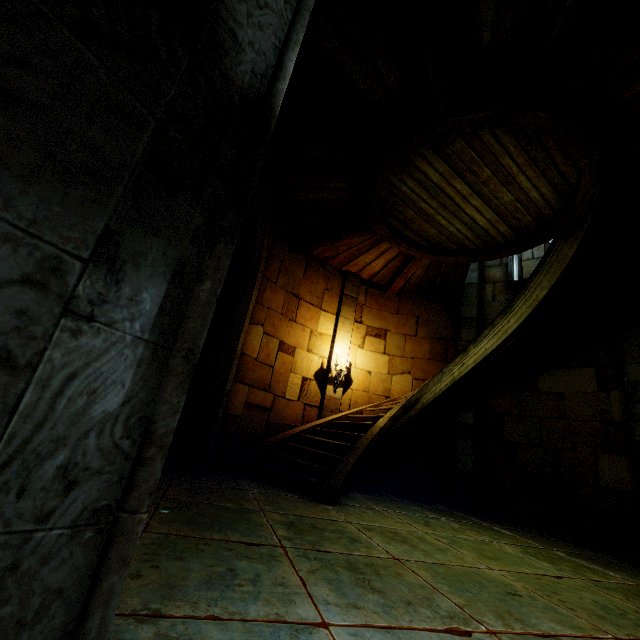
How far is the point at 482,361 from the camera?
6.62m
